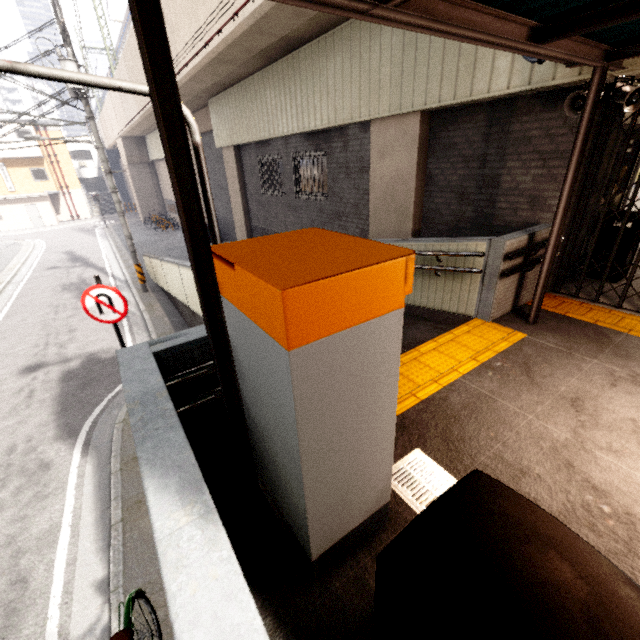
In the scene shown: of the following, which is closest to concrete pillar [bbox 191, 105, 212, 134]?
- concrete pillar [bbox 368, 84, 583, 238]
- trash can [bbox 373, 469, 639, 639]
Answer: concrete pillar [bbox 368, 84, 583, 238]

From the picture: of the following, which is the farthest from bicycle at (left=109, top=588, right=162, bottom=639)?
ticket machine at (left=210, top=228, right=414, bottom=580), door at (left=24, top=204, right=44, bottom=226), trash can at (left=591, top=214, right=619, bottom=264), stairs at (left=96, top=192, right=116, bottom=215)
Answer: stairs at (left=96, top=192, right=116, bottom=215)

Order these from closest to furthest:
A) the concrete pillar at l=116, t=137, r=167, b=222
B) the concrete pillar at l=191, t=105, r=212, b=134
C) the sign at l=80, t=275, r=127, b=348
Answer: the sign at l=80, t=275, r=127, b=348
the concrete pillar at l=191, t=105, r=212, b=134
the concrete pillar at l=116, t=137, r=167, b=222

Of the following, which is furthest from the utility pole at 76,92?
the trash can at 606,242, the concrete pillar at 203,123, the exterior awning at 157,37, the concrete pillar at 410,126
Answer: the trash can at 606,242

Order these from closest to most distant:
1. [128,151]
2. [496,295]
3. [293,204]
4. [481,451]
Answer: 1. [481,451]
2. [496,295]
3. [293,204]
4. [128,151]

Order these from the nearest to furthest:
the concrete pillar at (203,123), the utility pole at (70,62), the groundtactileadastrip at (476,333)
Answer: the groundtactileadastrip at (476,333) → the utility pole at (70,62) → the concrete pillar at (203,123)

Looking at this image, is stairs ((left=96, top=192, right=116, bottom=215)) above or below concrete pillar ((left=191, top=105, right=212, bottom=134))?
below

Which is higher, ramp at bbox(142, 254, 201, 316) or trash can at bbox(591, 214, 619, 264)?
trash can at bbox(591, 214, 619, 264)
